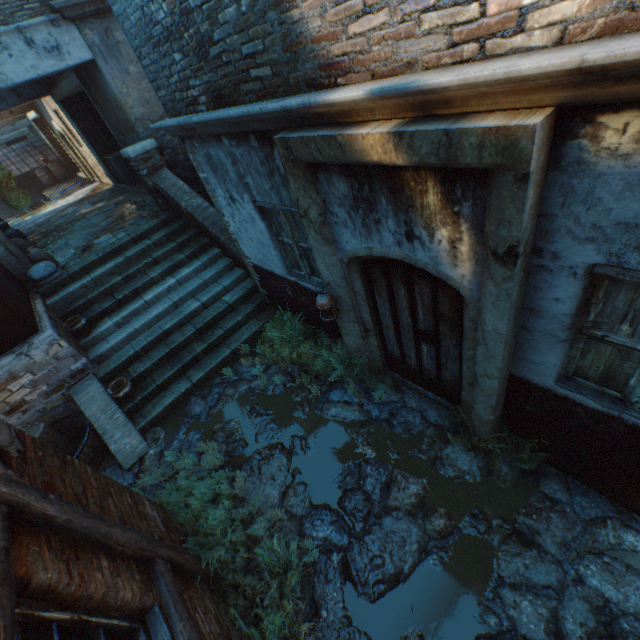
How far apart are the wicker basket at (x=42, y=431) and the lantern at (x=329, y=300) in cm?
510

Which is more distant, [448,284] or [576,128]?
[448,284]

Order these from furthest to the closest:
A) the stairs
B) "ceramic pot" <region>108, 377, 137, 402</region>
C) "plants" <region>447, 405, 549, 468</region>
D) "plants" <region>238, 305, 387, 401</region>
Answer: the stairs < "ceramic pot" <region>108, 377, 137, 402</region> < "plants" <region>238, 305, 387, 401</region> < "plants" <region>447, 405, 549, 468</region>

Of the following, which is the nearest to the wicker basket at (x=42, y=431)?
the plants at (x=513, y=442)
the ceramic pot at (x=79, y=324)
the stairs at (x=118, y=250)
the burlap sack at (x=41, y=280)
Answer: the stairs at (x=118, y=250)

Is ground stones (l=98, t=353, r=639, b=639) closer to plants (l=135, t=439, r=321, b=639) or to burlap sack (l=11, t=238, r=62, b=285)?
plants (l=135, t=439, r=321, b=639)

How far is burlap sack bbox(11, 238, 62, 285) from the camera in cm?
691

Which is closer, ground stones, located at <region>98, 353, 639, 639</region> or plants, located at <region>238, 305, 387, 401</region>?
ground stones, located at <region>98, 353, 639, 639</region>

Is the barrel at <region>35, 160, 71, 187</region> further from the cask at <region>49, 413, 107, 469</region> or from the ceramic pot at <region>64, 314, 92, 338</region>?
the cask at <region>49, 413, 107, 469</region>
